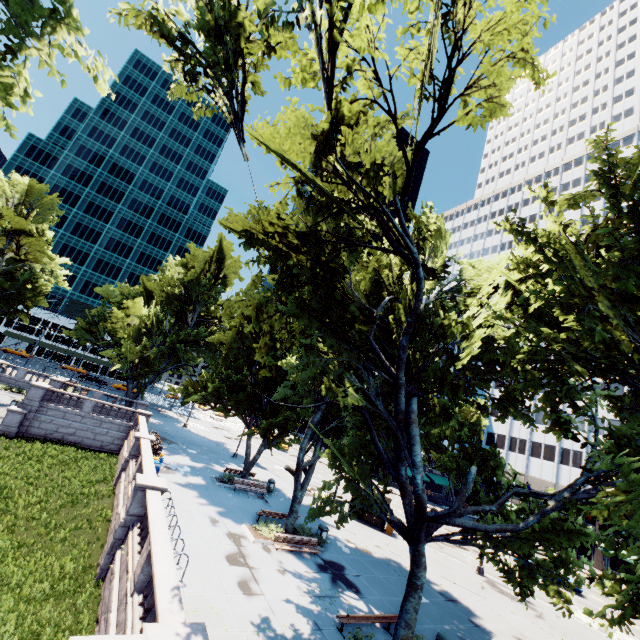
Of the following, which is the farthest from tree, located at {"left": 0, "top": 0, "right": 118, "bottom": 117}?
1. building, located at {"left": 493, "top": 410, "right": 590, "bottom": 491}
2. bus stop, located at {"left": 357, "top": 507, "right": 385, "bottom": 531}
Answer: bus stop, located at {"left": 357, "top": 507, "right": 385, "bottom": 531}

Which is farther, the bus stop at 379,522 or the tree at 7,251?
the tree at 7,251

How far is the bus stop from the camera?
27.7 meters

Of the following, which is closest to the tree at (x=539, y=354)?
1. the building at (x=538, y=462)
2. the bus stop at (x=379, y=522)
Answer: the building at (x=538, y=462)

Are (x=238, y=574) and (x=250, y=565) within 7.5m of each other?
yes

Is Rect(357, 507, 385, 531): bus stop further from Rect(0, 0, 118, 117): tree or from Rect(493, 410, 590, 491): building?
Rect(0, 0, 118, 117): tree
